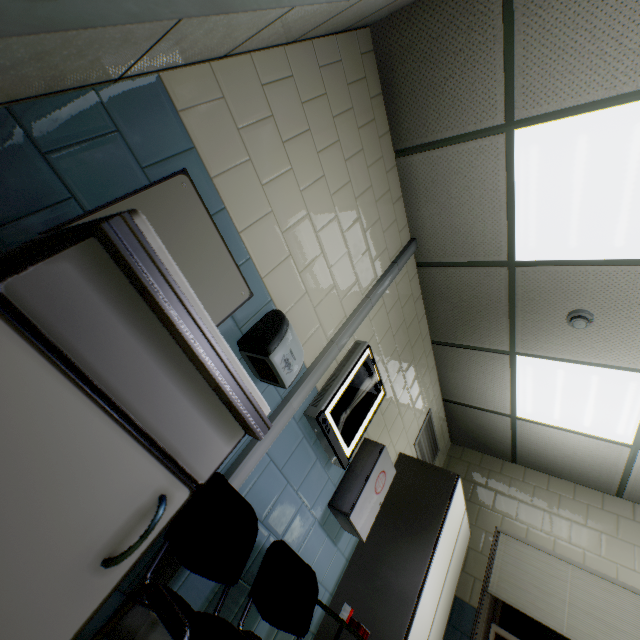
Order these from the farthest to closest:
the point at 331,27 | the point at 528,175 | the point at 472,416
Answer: the point at 472,416
the point at 528,175
the point at 331,27

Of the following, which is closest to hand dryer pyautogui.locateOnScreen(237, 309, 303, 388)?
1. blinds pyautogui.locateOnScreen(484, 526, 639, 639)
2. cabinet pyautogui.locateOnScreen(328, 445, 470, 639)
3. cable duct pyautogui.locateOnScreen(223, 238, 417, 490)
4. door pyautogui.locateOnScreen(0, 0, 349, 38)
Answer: cable duct pyautogui.locateOnScreen(223, 238, 417, 490)

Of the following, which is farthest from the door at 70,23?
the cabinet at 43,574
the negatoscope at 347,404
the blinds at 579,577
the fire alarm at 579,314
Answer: the blinds at 579,577

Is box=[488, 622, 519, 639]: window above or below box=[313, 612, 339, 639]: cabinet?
above

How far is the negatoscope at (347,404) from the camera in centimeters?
201cm

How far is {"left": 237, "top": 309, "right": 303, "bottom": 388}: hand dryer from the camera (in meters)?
1.44

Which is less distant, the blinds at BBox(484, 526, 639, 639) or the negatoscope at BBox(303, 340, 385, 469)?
the negatoscope at BBox(303, 340, 385, 469)

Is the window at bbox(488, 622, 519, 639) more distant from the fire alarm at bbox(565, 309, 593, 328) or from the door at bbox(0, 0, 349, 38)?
the door at bbox(0, 0, 349, 38)
